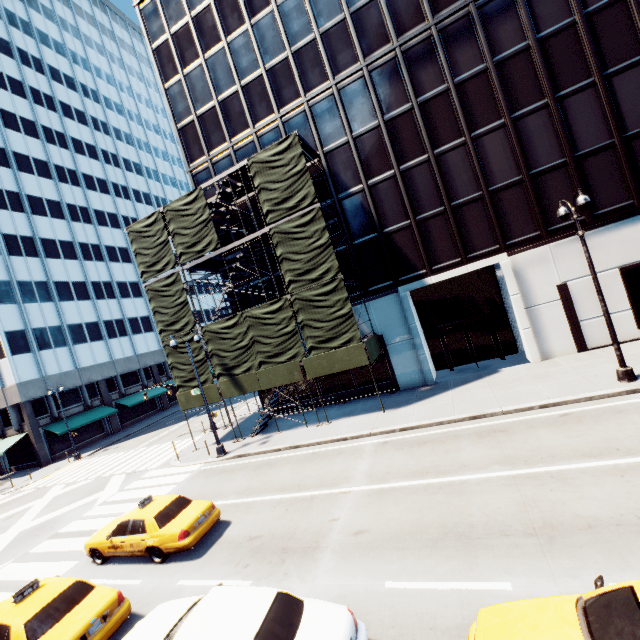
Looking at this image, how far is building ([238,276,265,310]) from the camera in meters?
23.1 m

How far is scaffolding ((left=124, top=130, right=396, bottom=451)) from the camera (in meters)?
17.17

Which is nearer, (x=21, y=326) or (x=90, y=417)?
(x=21, y=326)

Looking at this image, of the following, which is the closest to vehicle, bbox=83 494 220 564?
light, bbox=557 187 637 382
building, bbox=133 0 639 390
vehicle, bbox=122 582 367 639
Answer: vehicle, bbox=122 582 367 639

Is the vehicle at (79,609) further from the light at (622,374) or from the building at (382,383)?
the light at (622,374)

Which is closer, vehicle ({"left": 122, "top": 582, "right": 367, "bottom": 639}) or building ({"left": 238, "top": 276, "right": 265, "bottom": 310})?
vehicle ({"left": 122, "top": 582, "right": 367, "bottom": 639})

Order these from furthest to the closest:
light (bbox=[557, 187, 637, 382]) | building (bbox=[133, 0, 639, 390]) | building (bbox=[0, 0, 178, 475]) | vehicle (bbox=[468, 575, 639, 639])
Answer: building (bbox=[0, 0, 178, 475])
building (bbox=[133, 0, 639, 390])
light (bbox=[557, 187, 637, 382])
vehicle (bbox=[468, 575, 639, 639])

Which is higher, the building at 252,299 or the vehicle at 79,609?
the building at 252,299
